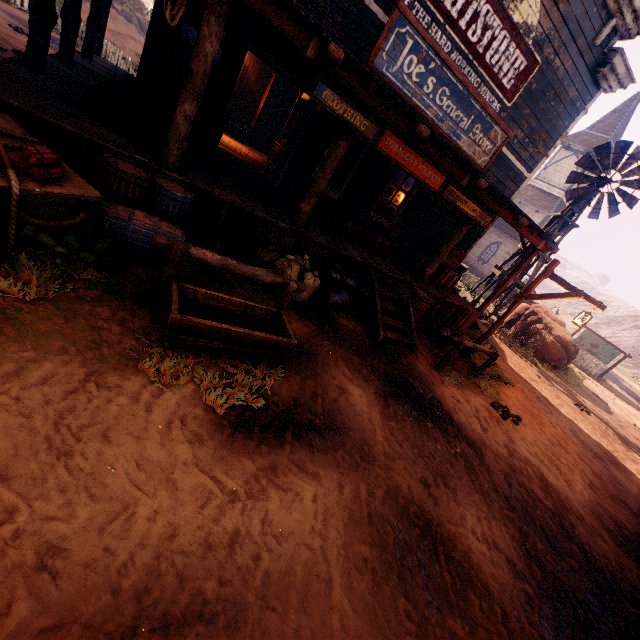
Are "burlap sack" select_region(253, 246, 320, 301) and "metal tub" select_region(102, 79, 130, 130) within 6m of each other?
yes

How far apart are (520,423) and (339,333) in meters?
4.9

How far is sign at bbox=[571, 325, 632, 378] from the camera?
20.64m

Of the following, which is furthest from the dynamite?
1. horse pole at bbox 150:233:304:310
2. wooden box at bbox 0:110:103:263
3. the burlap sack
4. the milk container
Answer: the milk container

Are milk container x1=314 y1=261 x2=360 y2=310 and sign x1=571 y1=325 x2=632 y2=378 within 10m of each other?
no

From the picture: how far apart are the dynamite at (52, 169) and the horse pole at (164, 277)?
1.09m

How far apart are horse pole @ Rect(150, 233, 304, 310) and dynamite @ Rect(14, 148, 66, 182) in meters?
1.1 m

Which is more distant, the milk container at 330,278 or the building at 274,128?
the building at 274,128
